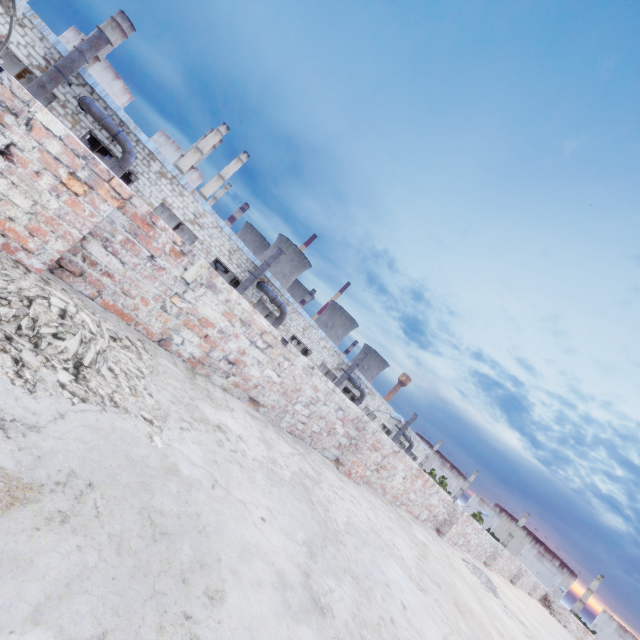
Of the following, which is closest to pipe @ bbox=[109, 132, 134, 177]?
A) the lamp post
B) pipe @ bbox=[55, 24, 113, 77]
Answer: pipe @ bbox=[55, 24, 113, 77]

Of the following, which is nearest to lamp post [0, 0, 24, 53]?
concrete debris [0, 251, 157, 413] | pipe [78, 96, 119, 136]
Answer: pipe [78, 96, 119, 136]

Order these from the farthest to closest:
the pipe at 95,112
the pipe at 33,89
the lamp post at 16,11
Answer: the pipe at 95,112 → the pipe at 33,89 → the lamp post at 16,11

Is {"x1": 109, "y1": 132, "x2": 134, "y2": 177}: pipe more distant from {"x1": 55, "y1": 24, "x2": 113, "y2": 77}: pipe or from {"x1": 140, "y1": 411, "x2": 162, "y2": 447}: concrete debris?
{"x1": 140, "y1": 411, "x2": 162, "y2": 447}: concrete debris

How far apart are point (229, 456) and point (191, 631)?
1.2m

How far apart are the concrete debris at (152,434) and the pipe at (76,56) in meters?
19.0

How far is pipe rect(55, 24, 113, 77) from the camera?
14.3 meters

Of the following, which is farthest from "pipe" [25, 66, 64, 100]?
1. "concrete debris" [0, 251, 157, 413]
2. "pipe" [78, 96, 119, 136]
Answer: "concrete debris" [0, 251, 157, 413]
